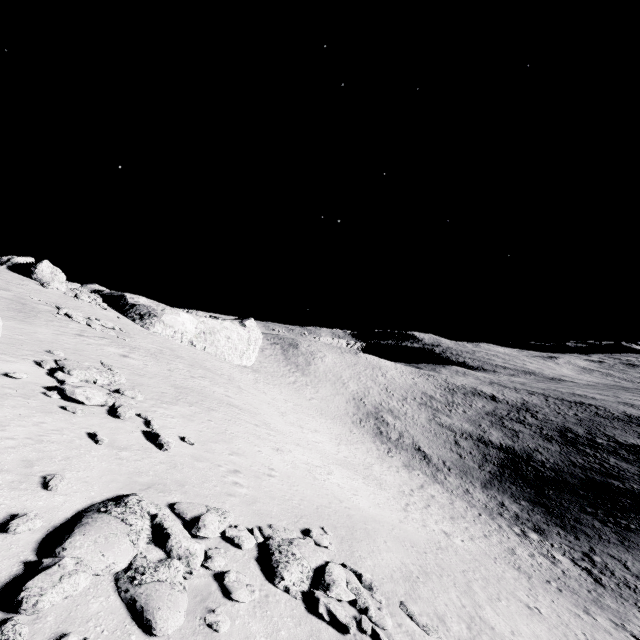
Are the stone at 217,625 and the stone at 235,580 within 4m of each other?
yes

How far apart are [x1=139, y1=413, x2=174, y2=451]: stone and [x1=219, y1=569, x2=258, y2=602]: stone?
5.05m

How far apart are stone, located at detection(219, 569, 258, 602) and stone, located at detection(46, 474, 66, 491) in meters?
4.0 m

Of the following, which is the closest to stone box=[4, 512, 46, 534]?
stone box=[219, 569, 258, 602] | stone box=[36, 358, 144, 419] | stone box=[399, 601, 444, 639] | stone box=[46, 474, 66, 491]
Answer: stone box=[46, 474, 66, 491]

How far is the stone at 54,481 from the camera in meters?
7.8 m

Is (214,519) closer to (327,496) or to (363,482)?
(327,496)

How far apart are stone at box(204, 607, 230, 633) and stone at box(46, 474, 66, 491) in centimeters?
468cm

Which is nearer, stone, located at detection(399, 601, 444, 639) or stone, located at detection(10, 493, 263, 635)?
stone, located at detection(10, 493, 263, 635)
